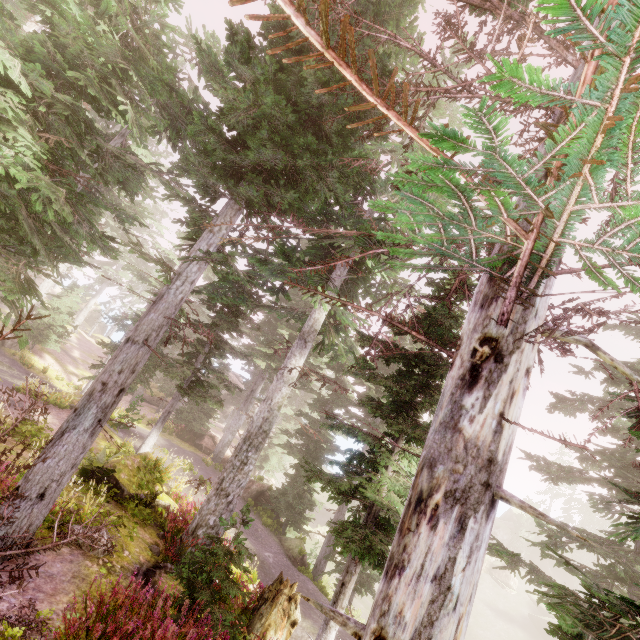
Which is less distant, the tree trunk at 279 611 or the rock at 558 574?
the tree trunk at 279 611

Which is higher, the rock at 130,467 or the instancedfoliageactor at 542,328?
the instancedfoliageactor at 542,328

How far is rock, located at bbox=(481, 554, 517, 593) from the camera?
39.9m

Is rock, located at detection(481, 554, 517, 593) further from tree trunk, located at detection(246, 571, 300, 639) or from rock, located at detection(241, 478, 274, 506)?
tree trunk, located at detection(246, 571, 300, 639)

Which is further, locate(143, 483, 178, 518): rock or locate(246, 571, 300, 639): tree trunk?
locate(143, 483, 178, 518): rock

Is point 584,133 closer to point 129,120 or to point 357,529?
point 357,529

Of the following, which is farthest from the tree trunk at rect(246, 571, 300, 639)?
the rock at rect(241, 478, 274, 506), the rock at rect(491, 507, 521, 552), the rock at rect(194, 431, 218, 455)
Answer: the rock at rect(491, 507, 521, 552)

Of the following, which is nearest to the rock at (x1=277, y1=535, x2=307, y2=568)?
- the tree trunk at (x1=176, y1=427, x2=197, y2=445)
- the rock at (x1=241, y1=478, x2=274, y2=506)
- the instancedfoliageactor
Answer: the instancedfoliageactor
